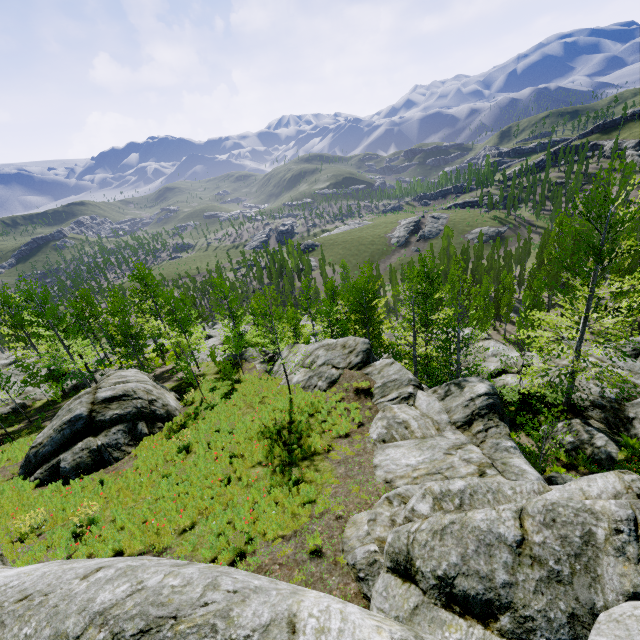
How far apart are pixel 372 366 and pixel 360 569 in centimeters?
1058cm

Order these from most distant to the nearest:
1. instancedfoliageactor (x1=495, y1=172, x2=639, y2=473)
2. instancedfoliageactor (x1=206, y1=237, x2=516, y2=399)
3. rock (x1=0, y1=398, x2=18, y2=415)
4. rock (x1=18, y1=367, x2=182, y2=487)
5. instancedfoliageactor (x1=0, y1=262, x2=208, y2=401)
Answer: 1. rock (x1=0, y1=398, x2=18, y2=415)
2. instancedfoliageactor (x1=0, y1=262, x2=208, y2=401)
3. instancedfoliageactor (x1=206, y1=237, x2=516, y2=399)
4. rock (x1=18, y1=367, x2=182, y2=487)
5. instancedfoliageactor (x1=495, y1=172, x2=639, y2=473)

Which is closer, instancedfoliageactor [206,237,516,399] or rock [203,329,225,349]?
instancedfoliageactor [206,237,516,399]

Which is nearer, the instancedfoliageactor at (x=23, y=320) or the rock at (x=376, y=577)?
the rock at (x=376, y=577)

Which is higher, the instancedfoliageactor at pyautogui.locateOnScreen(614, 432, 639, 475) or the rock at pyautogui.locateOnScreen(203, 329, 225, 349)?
the instancedfoliageactor at pyautogui.locateOnScreen(614, 432, 639, 475)

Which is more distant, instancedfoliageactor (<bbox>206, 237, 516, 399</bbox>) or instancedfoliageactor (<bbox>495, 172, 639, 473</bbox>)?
instancedfoliageactor (<bbox>206, 237, 516, 399</bbox>)

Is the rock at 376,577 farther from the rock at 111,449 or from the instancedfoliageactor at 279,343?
the rock at 111,449

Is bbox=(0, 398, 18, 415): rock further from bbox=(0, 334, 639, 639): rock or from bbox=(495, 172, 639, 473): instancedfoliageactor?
bbox=(495, 172, 639, 473): instancedfoliageactor
